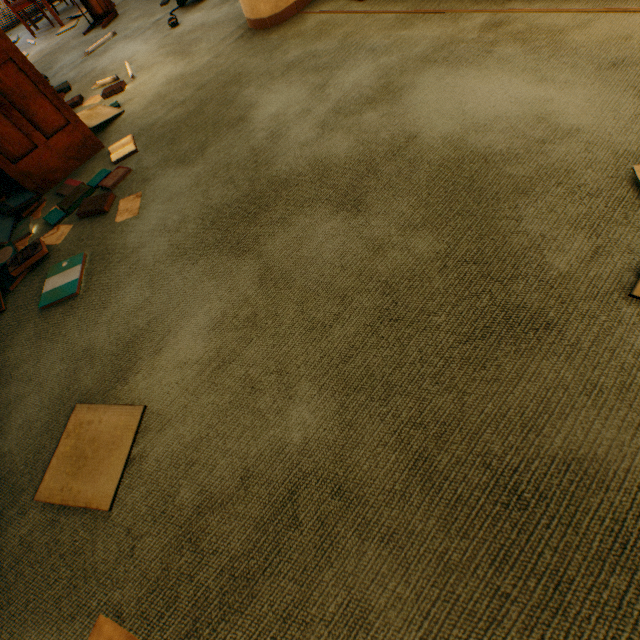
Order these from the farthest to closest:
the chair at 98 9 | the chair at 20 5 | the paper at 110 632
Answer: the chair at 20 5, the chair at 98 9, the paper at 110 632

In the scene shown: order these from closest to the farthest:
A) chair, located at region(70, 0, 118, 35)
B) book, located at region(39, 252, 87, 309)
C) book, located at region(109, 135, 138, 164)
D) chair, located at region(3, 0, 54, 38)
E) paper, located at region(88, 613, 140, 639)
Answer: paper, located at region(88, 613, 140, 639)
book, located at region(39, 252, 87, 309)
book, located at region(109, 135, 138, 164)
chair, located at region(70, 0, 118, 35)
chair, located at region(3, 0, 54, 38)

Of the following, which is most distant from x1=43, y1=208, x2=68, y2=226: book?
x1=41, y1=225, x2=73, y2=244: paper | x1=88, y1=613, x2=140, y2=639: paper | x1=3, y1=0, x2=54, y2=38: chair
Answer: x1=3, y1=0, x2=54, y2=38: chair

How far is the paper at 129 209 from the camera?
1.8 meters

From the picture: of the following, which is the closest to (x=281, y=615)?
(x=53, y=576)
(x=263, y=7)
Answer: (x=53, y=576)

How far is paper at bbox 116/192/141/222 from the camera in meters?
1.8

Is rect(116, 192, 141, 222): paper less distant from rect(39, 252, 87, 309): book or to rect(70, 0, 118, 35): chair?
rect(39, 252, 87, 309): book

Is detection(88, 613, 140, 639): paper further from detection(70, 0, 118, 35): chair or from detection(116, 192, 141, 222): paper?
detection(70, 0, 118, 35): chair
